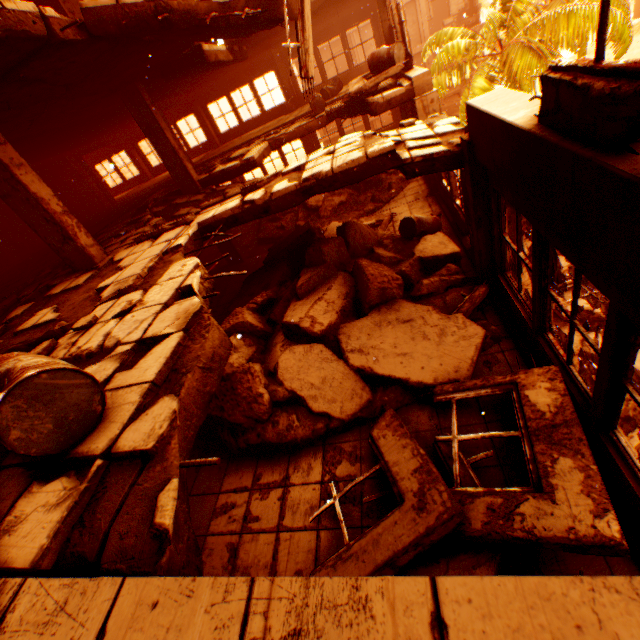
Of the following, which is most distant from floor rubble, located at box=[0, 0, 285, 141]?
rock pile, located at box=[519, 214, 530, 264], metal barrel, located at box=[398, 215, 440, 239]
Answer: rock pile, located at box=[519, 214, 530, 264]

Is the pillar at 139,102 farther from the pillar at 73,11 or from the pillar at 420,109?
the pillar at 420,109

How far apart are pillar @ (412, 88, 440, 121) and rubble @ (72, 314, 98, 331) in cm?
872

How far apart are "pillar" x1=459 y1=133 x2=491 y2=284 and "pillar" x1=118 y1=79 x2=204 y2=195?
8.08m

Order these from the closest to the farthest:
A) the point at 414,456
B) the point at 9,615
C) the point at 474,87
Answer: the point at 9,615
the point at 414,456
the point at 474,87

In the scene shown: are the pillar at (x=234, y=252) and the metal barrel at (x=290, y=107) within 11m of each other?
yes

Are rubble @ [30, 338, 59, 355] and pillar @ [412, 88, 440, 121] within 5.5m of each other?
no

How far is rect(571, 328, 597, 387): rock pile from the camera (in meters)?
8.90
